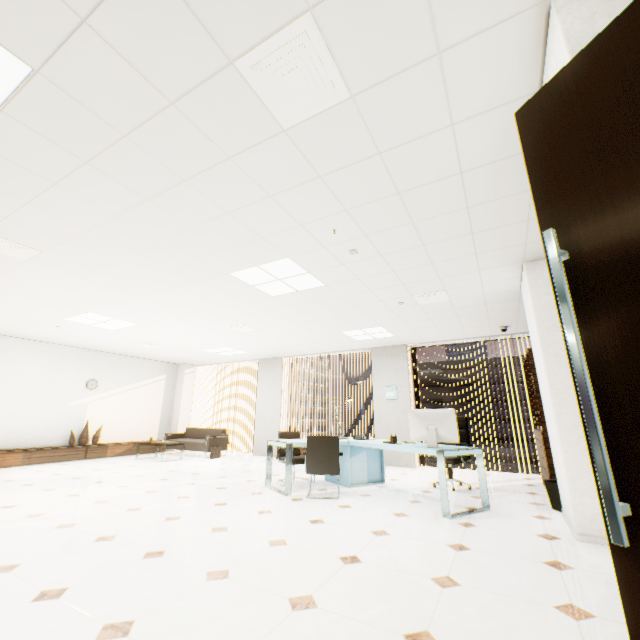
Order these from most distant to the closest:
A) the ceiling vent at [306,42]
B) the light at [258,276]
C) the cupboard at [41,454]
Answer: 1. the cupboard at [41,454]
2. the light at [258,276]
3. the ceiling vent at [306,42]

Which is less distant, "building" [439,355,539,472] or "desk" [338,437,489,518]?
"desk" [338,437,489,518]

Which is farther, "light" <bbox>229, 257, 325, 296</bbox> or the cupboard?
the cupboard

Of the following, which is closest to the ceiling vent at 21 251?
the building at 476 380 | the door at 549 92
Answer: the door at 549 92

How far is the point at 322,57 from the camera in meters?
1.7

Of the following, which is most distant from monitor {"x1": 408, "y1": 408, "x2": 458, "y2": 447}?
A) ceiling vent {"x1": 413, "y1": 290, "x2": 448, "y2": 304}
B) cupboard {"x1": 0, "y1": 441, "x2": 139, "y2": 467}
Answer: cupboard {"x1": 0, "y1": 441, "x2": 139, "y2": 467}

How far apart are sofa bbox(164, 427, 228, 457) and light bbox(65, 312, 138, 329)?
4.0m

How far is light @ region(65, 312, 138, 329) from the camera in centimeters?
624cm
